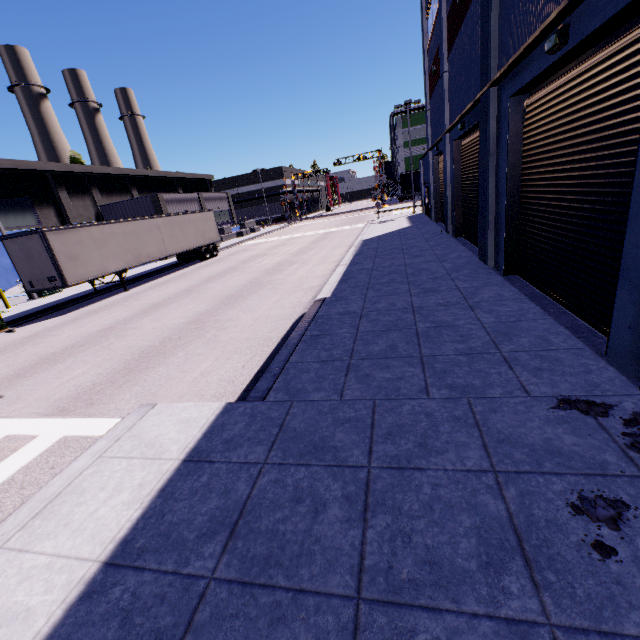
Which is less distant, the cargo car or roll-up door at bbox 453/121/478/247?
roll-up door at bbox 453/121/478/247

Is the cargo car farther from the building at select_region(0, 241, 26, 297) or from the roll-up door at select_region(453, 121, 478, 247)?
the roll-up door at select_region(453, 121, 478, 247)

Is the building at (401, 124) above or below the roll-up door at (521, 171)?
above

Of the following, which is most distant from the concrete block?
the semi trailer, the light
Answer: the light

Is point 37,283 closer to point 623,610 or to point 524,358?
point 524,358

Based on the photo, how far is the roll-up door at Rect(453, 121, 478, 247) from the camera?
12.7 meters

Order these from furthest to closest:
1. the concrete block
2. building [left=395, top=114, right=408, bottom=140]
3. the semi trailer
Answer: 1. building [left=395, top=114, right=408, bottom=140]
2. the concrete block
3. the semi trailer

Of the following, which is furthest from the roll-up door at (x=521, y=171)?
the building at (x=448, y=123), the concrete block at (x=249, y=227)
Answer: the concrete block at (x=249, y=227)
